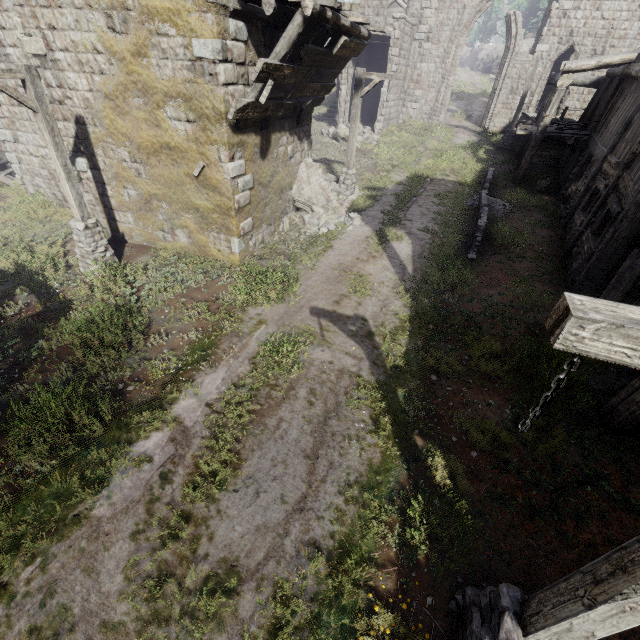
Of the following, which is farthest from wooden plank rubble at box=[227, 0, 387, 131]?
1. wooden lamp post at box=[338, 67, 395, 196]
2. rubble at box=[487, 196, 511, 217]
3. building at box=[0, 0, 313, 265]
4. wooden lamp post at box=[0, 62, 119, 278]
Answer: rubble at box=[487, 196, 511, 217]

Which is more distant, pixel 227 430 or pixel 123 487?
pixel 227 430

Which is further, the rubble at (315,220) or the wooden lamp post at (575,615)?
the rubble at (315,220)

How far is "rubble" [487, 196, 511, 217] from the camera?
14.05m

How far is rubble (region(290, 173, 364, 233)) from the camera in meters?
12.4 m

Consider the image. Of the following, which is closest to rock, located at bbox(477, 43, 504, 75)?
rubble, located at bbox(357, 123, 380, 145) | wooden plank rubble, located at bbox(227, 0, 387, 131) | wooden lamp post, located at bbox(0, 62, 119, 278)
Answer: rubble, located at bbox(357, 123, 380, 145)

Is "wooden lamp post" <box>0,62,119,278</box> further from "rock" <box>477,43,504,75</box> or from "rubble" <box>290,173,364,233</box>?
"rock" <box>477,43,504,75</box>

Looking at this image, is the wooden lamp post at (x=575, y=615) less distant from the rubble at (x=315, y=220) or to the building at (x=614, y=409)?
the building at (x=614, y=409)
